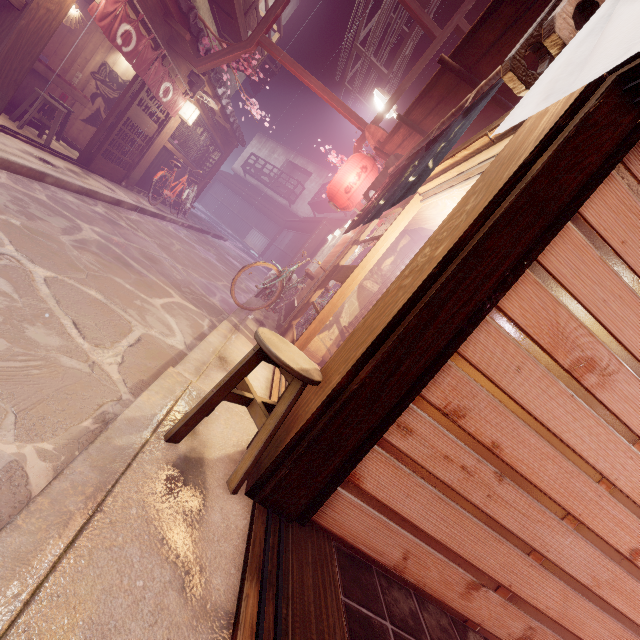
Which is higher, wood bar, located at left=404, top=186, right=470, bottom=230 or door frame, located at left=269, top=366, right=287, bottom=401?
wood bar, located at left=404, top=186, right=470, bottom=230

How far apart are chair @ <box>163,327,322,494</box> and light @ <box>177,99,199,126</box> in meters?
14.7 m

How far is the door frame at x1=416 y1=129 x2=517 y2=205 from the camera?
4.48m

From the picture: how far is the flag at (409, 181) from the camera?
4.1 meters

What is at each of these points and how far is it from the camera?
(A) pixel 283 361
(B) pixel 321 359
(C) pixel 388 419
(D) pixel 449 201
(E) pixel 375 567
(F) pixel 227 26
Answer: (A) chair, 3.0m
(B) building, 10.7m
(C) wood pole, 3.3m
(D) wood bar, 6.7m
(E) building, 3.7m
(F) terrace, 15.0m

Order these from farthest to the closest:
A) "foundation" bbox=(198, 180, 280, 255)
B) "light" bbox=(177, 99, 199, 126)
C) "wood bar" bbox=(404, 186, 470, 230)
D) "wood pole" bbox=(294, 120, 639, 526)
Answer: "foundation" bbox=(198, 180, 280, 255)
"light" bbox=(177, 99, 199, 126)
"wood bar" bbox=(404, 186, 470, 230)
"wood pole" bbox=(294, 120, 639, 526)

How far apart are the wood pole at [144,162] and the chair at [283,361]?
14.4 meters

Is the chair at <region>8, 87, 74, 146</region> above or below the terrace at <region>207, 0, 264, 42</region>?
below
